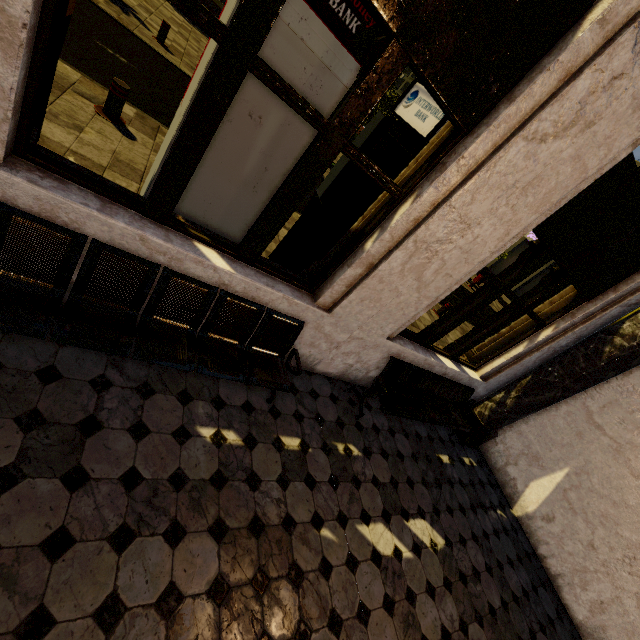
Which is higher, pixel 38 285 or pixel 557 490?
pixel 557 490

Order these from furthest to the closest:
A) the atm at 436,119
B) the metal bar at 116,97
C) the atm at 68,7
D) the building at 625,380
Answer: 1. the metal bar at 116,97
2. the atm at 436,119
3. the atm at 68,7
4. the building at 625,380

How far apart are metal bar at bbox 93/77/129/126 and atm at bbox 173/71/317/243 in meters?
2.1

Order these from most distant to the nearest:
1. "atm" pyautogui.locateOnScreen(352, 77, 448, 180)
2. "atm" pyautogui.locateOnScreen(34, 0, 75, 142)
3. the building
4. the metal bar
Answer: the metal bar < "atm" pyautogui.locateOnScreen(352, 77, 448, 180) < "atm" pyautogui.locateOnScreen(34, 0, 75, 142) < the building

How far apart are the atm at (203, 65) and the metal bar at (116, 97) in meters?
2.1 m

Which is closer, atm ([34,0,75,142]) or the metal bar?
atm ([34,0,75,142])

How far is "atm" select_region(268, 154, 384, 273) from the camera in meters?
3.7 m
